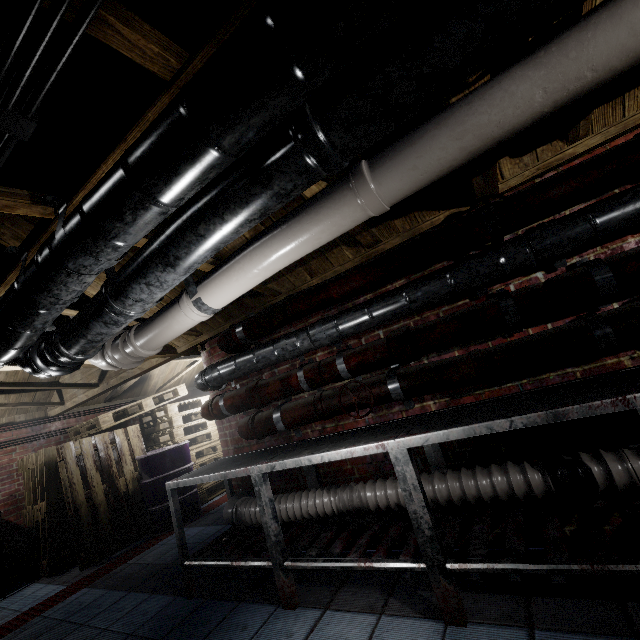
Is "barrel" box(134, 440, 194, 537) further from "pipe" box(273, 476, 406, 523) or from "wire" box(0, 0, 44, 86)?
"wire" box(0, 0, 44, 86)

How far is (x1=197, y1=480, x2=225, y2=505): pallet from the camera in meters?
5.2 m

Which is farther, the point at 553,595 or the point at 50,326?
the point at 50,326

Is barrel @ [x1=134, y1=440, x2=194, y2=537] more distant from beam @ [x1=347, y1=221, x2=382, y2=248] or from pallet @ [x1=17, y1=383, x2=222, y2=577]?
beam @ [x1=347, y1=221, x2=382, y2=248]

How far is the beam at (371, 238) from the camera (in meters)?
2.07

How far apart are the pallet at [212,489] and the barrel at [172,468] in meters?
0.0 m

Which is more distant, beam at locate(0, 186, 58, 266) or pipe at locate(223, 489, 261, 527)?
pipe at locate(223, 489, 261, 527)

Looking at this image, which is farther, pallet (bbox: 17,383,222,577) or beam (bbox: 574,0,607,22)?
pallet (bbox: 17,383,222,577)
